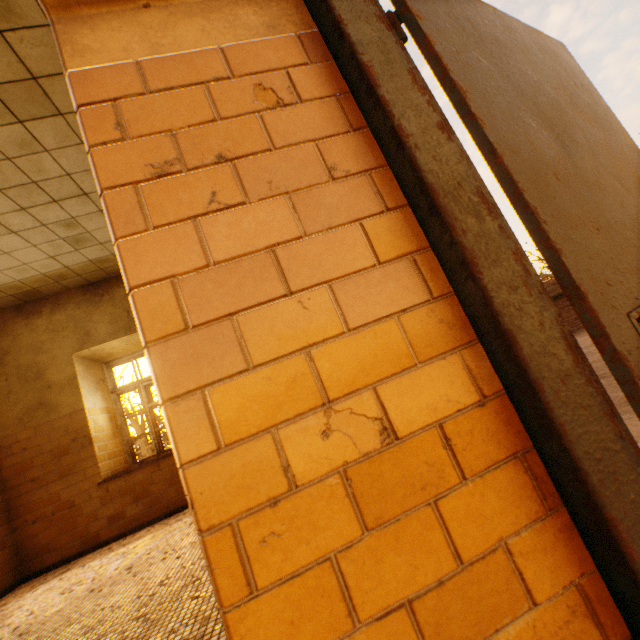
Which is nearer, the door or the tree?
the door

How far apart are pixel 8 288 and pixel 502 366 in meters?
6.5 m

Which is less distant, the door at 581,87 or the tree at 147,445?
the door at 581,87

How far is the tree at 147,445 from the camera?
7.9 meters

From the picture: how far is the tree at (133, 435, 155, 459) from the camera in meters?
7.9
